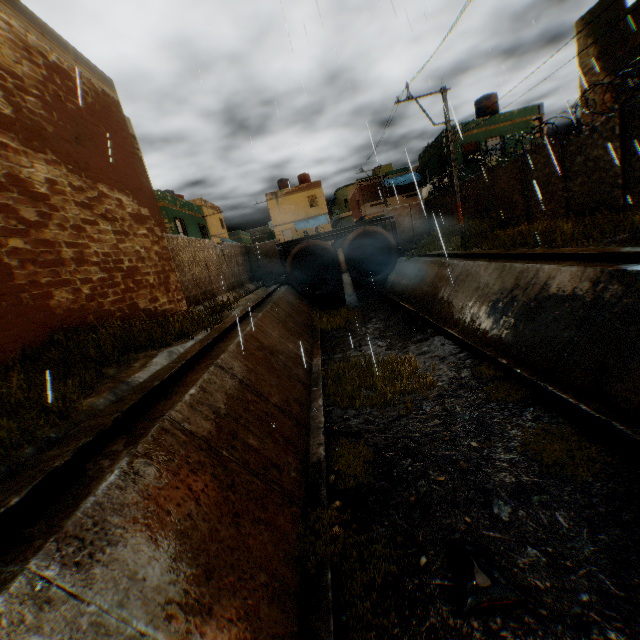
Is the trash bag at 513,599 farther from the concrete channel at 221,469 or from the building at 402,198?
the building at 402,198

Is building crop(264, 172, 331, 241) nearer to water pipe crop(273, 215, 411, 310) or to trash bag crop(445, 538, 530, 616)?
water pipe crop(273, 215, 411, 310)

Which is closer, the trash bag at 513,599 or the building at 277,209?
the trash bag at 513,599

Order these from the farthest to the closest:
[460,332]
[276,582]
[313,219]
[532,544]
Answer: [313,219], [460,332], [532,544], [276,582]

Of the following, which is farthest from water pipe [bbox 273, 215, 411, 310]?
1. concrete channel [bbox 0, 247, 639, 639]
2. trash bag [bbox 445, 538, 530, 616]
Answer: trash bag [bbox 445, 538, 530, 616]

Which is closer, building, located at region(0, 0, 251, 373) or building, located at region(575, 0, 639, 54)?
building, located at region(0, 0, 251, 373)

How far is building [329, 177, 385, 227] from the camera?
35.1m
